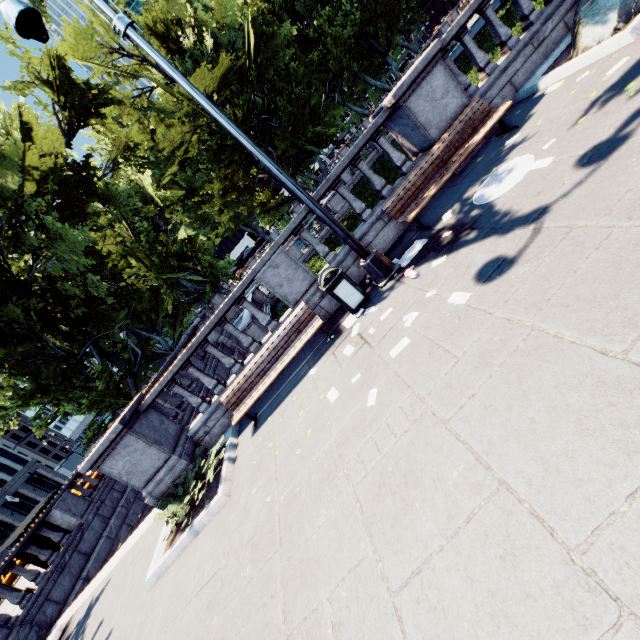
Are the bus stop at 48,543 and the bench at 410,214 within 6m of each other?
no

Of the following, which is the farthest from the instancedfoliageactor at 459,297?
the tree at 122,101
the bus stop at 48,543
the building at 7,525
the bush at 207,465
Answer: the building at 7,525

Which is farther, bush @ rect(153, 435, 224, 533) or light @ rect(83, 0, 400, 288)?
bush @ rect(153, 435, 224, 533)

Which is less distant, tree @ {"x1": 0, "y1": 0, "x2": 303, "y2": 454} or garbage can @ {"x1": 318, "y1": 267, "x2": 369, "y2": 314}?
garbage can @ {"x1": 318, "y1": 267, "x2": 369, "y2": 314}

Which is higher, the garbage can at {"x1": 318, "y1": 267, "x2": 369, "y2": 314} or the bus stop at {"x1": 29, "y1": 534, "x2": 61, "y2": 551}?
the bus stop at {"x1": 29, "y1": 534, "x2": 61, "y2": 551}

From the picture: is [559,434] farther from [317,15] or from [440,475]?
[317,15]

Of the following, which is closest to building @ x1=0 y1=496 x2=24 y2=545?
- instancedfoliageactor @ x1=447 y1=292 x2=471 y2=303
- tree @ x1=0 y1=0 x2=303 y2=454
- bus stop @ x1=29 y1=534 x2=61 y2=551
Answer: tree @ x1=0 y1=0 x2=303 y2=454

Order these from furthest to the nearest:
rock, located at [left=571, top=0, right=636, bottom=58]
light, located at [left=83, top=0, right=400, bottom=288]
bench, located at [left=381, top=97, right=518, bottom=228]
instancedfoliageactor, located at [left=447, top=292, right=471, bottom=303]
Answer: bench, located at [left=381, top=97, right=518, bottom=228]
rock, located at [left=571, top=0, right=636, bottom=58]
light, located at [left=83, top=0, right=400, bottom=288]
instancedfoliageactor, located at [left=447, top=292, right=471, bottom=303]
